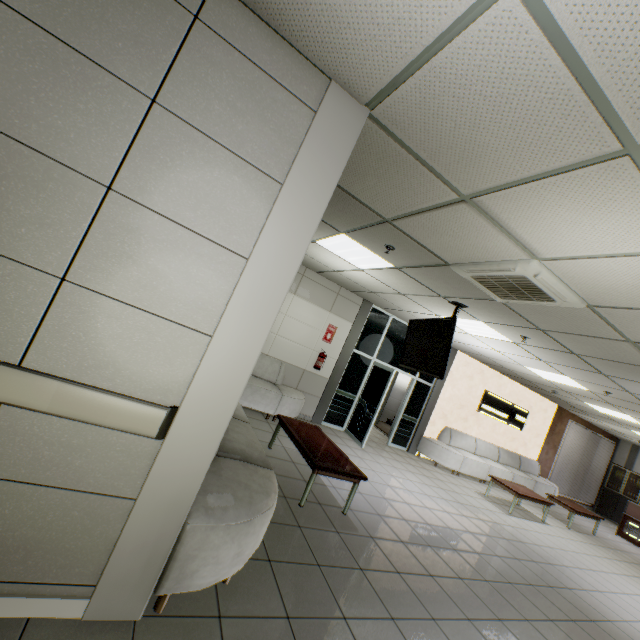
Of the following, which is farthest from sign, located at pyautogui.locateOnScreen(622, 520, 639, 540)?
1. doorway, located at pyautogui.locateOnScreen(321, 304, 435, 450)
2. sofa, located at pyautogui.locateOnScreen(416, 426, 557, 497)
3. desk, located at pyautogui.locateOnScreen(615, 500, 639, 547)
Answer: doorway, located at pyautogui.locateOnScreen(321, 304, 435, 450)

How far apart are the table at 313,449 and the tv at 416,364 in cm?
164

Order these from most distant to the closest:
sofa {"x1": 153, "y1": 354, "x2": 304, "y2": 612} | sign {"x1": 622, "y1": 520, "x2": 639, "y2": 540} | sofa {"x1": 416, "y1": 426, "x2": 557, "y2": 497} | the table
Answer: sign {"x1": 622, "y1": 520, "x2": 639, "y2": 540} < sofa {"x1": 416, "y1": 426, "x2": 557, "y2": 497} < the table < sofa {"x1": 153, "y1": 354, "x2": 304, "y2": 612}

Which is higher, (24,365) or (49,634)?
(24,365)

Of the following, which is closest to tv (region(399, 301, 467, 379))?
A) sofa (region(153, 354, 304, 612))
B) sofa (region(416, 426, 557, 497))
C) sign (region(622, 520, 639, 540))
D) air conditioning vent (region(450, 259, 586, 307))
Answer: air conditioning vent (region(450, 259, 586, 307))

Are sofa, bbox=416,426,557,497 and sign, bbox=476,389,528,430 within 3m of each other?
yes

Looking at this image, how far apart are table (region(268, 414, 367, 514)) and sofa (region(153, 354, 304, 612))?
0.7m

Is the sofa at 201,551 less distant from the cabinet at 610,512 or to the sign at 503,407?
the sign at 503,407
